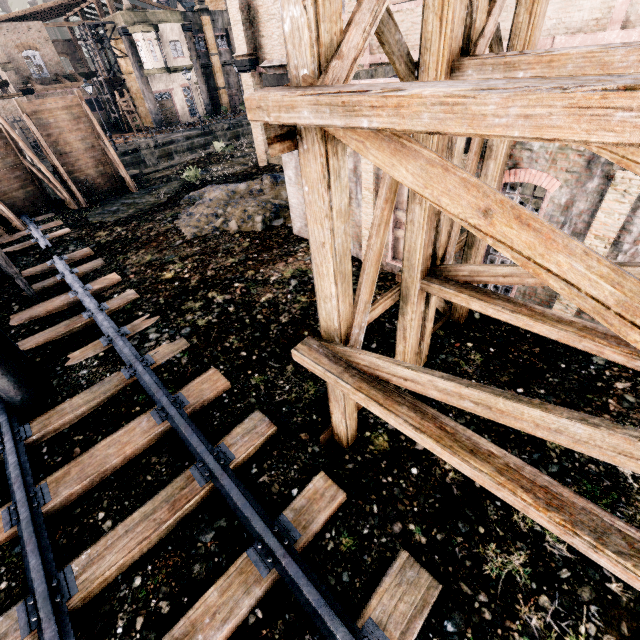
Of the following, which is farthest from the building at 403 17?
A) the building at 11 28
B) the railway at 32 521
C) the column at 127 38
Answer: the column at 127 38

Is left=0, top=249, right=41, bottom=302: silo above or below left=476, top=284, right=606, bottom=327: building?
above

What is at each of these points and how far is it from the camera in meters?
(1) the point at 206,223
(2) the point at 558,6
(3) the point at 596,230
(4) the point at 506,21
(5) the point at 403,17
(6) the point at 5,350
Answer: (1) stone debris, 15.5 m
(2) building, 9.8 m
(3) building, 6.5 m
(4) building, 10.8 m
(5) building, 12.8 m
(6) silo, 7.2 m

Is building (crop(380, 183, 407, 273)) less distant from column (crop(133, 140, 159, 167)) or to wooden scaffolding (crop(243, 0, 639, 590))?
wooden scaffolding (crop(243, 0, 639, 590))

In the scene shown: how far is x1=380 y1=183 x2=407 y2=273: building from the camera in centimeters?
959cm

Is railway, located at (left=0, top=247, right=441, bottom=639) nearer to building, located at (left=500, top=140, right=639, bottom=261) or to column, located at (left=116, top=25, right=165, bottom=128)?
building, located at (left=500, top=140, right=639, bottom=261)

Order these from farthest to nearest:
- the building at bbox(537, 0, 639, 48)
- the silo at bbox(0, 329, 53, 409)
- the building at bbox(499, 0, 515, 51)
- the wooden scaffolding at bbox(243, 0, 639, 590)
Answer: the building at bbox(499, 0, 515, 51), the building at bbox(537, 0, 639, 48), the silo at bbox(0, 329, 53, 409), the wooden scaffolding at bbox(243, 0, 639, 590)

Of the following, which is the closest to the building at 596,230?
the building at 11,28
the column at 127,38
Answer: the building at 11,28
